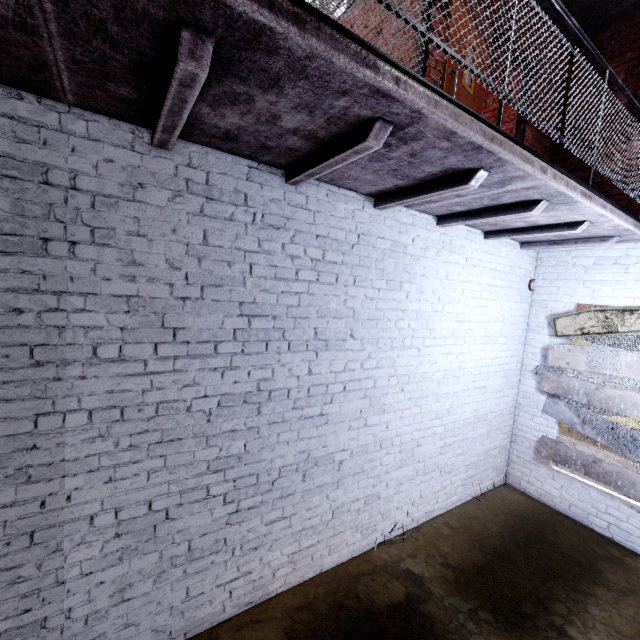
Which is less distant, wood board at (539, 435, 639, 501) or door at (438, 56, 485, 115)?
door at (438, 56, 485, 115)

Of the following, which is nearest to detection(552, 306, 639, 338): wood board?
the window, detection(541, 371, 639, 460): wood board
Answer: detection(541, 371, 639, 460): wood board

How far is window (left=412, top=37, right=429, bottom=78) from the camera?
3.36m

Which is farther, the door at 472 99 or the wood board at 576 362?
the wood board at 576 362

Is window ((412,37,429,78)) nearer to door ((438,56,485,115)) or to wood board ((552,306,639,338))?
door ((438,56,485,115))

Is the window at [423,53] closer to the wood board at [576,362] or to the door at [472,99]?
the door at [472,99]

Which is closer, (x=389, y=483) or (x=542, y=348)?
(x=389, y=483)

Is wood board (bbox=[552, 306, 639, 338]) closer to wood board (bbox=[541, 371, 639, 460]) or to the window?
wood board (bbox=[541, 371, 639, 460])
